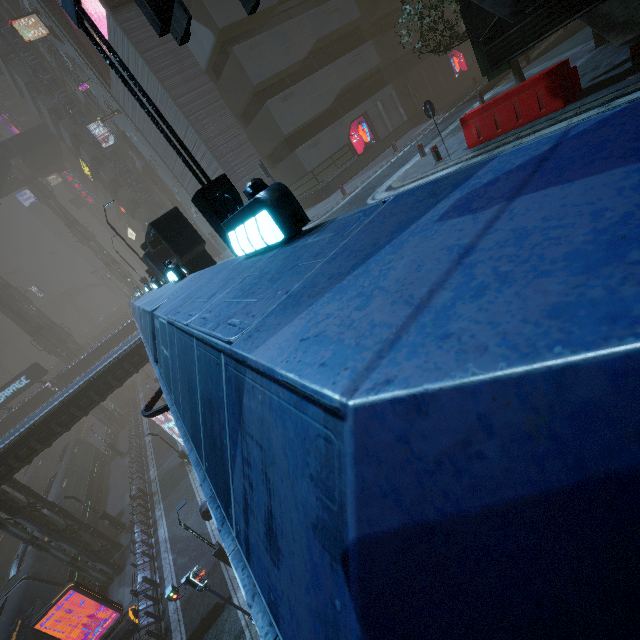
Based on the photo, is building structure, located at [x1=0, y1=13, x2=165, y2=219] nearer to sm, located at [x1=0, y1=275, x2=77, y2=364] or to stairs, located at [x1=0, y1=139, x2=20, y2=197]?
stairs, located at [x1=0, y1=139, x2=20, y2=197]

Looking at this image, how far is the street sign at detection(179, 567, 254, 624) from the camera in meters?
12.3

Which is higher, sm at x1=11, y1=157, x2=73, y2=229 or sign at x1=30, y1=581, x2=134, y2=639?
sm at x1=11, y1=157, x2=73, y2=229

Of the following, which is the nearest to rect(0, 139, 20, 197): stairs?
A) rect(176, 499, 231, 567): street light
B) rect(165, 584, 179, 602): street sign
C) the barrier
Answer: rect(176, 499, 231, 567): street light

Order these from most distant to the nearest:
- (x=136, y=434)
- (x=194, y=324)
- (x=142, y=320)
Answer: (x=136, y=434) < (x=142, y=320) < (x=194, y=324)

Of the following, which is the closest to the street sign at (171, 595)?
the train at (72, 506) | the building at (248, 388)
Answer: the building at (248, 388)

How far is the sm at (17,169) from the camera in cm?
5581

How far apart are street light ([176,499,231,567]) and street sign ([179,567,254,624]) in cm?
280
